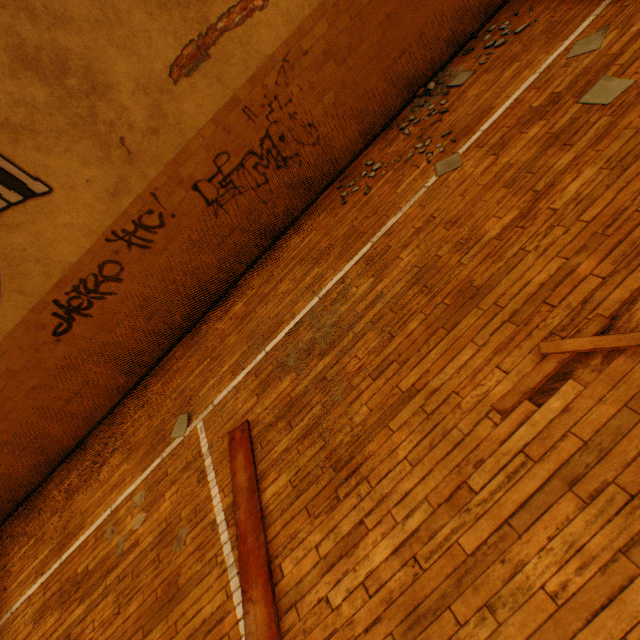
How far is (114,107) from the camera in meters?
4.0 m

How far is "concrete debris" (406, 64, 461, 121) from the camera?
5.3 meters

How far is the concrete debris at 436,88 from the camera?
5.3 meters
